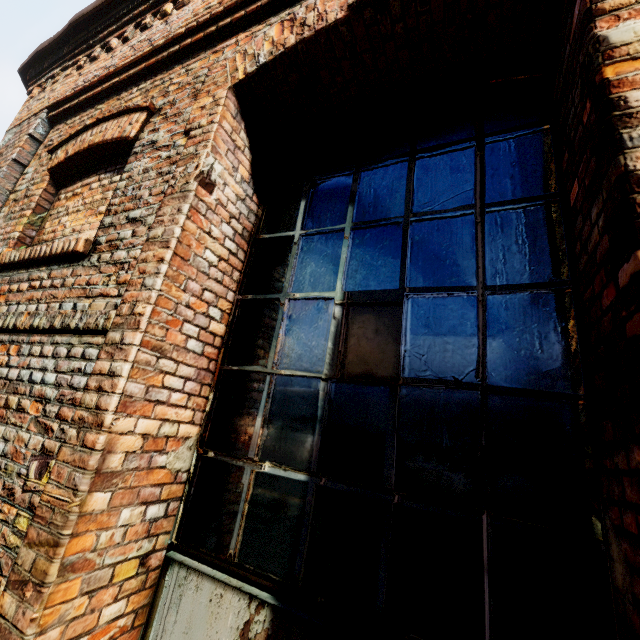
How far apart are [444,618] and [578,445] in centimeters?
80cm
